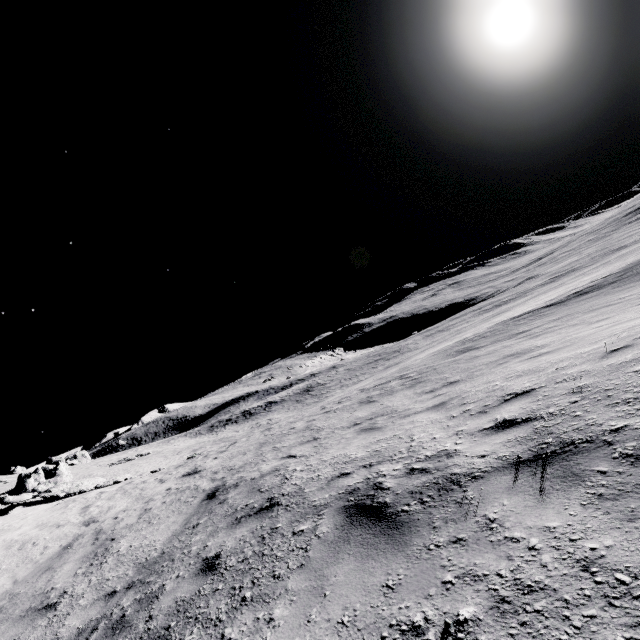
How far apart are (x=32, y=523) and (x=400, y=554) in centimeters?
1399cm
